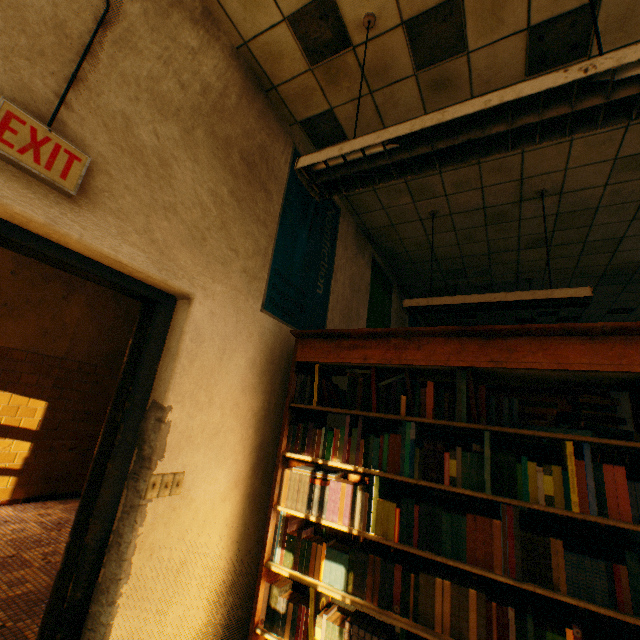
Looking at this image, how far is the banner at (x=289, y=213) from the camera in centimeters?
257cm

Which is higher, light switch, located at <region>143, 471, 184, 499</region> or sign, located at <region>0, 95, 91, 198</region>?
sign, located at <region>0, 95, 91, 198</region>

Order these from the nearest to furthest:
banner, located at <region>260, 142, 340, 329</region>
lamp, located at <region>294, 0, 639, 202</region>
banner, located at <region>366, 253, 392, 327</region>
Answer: lamp, located at <region>294, 0, 639, 202</region> → banner, located at <region>260, 142, 340, 329</region> → banner, located at <region>366, 253, 392, 327</region>

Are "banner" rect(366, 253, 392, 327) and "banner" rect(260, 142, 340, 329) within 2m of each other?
yes

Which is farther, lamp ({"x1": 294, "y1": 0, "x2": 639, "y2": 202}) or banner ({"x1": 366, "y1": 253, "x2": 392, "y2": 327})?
banner ({"x1": 366, "y1": 253, "x2": 392, "y2": 327})

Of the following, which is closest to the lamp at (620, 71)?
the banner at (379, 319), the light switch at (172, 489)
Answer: the light switch at (172, 489)

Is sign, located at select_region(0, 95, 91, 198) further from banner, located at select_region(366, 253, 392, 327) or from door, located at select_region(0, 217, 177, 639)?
banner, located at select_region(366, 253, 392, 327)

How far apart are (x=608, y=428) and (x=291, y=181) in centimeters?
266cm
